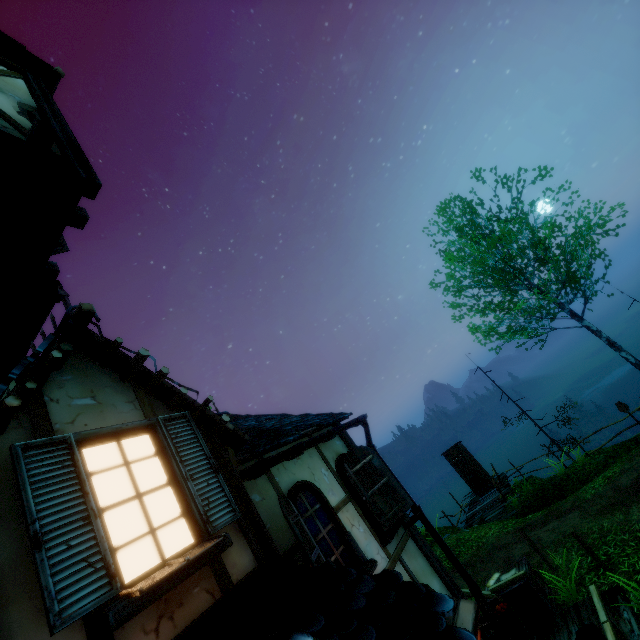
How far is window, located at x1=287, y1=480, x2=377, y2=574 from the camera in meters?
4.5 m

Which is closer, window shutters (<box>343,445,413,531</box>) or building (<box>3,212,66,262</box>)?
building (<box>3,212,66,262</box>)

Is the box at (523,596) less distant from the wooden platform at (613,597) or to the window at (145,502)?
the wooden platform at (613,597)

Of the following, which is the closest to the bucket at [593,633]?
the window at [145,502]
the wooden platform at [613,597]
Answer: the wooden platform at [613,597]

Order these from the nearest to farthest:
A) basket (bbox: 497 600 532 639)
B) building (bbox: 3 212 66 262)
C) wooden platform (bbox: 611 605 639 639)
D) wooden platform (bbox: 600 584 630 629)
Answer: building (bbox: 3 212 66 262), wooden platform (bbox: 611 605 639 639), wooden platform (bbox: 600 584 630 629), basket (bbox: 497 600 532 639)

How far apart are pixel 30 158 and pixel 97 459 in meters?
3.3

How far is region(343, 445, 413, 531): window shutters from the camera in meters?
5.6

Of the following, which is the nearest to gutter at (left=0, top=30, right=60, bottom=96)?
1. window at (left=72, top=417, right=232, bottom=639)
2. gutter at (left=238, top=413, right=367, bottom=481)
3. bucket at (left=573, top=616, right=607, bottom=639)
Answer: window at (left=72, top=417, right=232, bottom=639)
